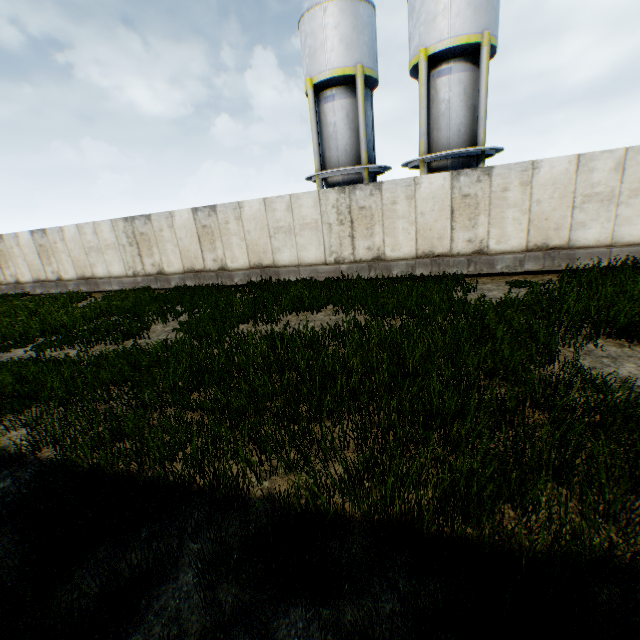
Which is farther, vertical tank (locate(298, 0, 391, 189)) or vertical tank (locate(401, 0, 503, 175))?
vertical tank (locate(298, 0, 391, 189))

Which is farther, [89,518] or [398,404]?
[398,404]

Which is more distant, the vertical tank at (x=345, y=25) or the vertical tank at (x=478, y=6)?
the vertical tank at (x=345, y=25)
